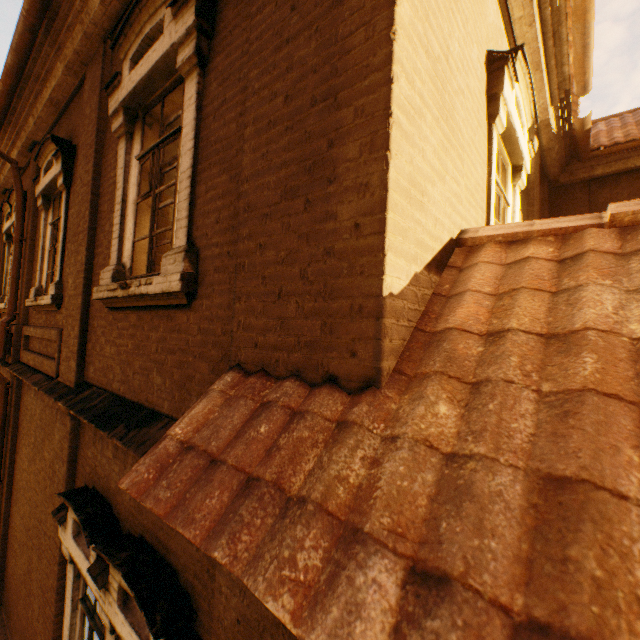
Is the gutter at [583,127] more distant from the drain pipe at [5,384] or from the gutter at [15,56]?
the drain pipe at [5,384]

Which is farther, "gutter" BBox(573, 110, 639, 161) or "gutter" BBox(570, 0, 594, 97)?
"gutter" BBox(573, 110, 639, 161)

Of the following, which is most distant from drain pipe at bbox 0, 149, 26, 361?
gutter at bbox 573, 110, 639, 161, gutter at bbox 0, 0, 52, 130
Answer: gutter at bbox 573, 110, 639, 161

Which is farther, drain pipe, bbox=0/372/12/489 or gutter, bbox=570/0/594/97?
drain pipe, bbox=0/372/12/489

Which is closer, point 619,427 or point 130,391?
point 619,427

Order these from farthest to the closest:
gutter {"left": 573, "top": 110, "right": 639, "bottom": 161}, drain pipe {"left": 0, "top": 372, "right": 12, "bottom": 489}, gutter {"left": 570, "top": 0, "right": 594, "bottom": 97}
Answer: drain pipe {"left": 0, "top": 372, "right": 12, "bottom": 489} < gutter {"left": 573, "top": 110, "right": 639, "bottom": 161} < gutter {"left": 570, "top": 0, "right": 594, "bottom": 97}
